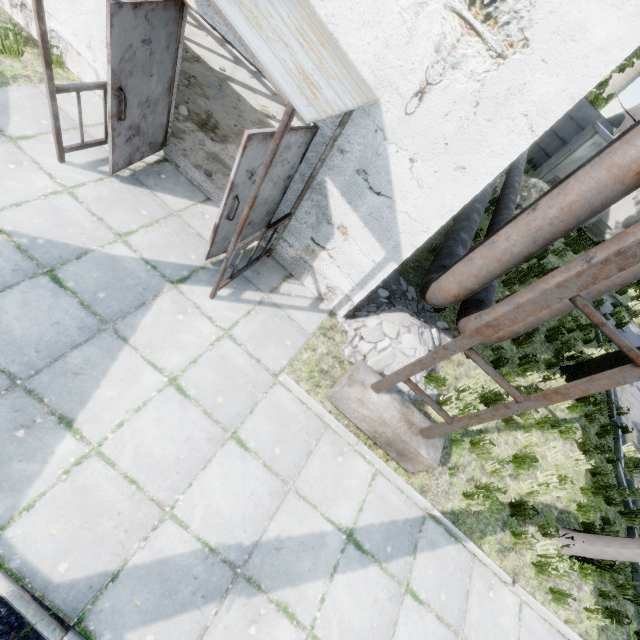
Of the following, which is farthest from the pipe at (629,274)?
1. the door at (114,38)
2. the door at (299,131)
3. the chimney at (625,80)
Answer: the chimney at (625,80)

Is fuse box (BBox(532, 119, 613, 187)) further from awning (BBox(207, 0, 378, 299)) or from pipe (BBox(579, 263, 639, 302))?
awning (BBox(207, 0, 378, 299))

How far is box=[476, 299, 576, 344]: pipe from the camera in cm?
433

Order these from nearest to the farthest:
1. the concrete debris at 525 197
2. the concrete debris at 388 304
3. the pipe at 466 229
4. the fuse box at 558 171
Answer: the pipe at 466 229 → the concrete debris at 388 304 → the concrete debris at 525 197 → the fuse box at 558 171

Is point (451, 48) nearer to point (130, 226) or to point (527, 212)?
point (527, 212)

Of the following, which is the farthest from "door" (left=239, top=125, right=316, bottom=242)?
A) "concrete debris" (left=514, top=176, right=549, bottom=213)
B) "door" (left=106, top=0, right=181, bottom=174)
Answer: "concrete debris" (left=514, top=176, right=549, bottom=213)

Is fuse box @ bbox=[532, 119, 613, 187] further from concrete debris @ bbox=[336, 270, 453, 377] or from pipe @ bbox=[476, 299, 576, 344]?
concrete debris @ bbox=[336, 270, 453, 377]

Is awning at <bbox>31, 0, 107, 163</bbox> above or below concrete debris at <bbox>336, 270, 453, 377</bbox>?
above
